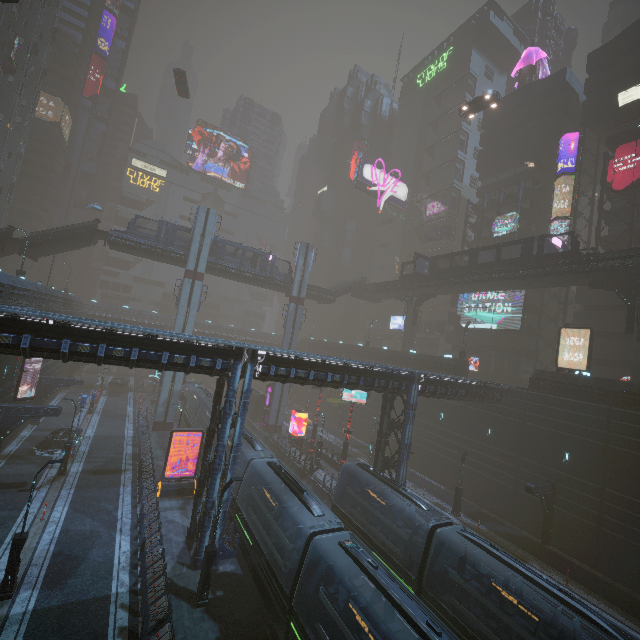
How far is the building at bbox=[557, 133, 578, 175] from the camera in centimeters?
4112cm

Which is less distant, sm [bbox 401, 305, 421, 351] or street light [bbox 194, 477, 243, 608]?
street light [bbox 194, 477, 243, 608]

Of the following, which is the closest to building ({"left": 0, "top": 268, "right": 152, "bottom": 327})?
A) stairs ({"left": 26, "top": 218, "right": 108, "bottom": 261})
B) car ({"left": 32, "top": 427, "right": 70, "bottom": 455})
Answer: car ({"left": 32, "top": 427, "right": 70, "bottom": 455})

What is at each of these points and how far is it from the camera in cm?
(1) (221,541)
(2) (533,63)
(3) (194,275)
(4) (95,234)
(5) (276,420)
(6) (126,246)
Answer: (1) building, 1759
(2) mannequin, 4934
(3) sm, 3847
(4) stairs, 3631
(5) sm, 4406
(6) bridge, 3650

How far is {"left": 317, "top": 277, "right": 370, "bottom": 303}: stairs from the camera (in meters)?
50.84

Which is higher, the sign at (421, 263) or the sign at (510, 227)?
the sign at (510, 227)

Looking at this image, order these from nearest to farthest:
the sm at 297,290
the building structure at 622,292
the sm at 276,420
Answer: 1. the building structure at 622,292
2. the sm at 276,420
3. the sm at 297,290

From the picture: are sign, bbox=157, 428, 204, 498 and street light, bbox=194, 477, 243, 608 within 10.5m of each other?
yes
